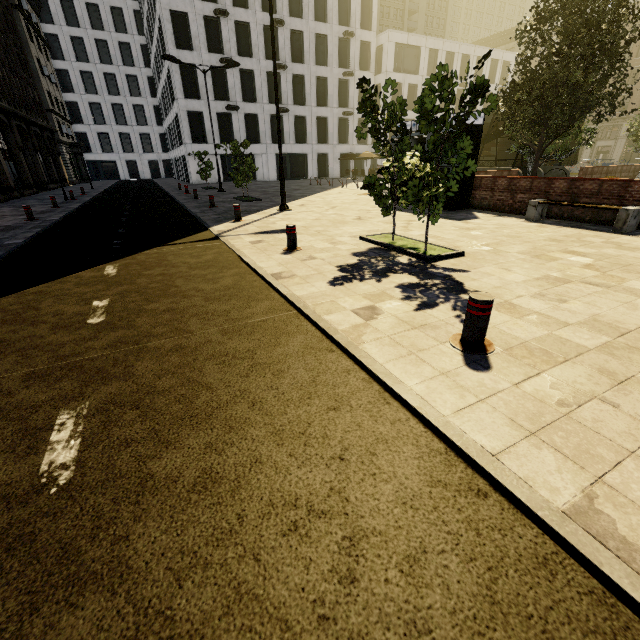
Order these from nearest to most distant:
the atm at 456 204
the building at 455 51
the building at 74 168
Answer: the atm at 456 204
the building at 74 168
the building at 455 51

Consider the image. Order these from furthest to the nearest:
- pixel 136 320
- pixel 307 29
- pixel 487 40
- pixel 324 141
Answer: pixel 487 40, pixel 324 141, pixel 307 29, pixel 136 320

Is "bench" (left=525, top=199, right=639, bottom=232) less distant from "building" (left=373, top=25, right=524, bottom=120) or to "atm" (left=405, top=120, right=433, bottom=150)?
"atm" (left=405, top=120, right=433, bottom=150)

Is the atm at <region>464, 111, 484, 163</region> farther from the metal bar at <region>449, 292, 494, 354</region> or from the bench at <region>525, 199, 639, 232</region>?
the metal bar at <region>449, 292, 494, 354</region>

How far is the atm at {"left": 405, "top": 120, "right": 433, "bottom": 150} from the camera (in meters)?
12.74

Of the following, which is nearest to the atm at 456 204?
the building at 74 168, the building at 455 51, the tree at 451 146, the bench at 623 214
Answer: the bench at 623 214

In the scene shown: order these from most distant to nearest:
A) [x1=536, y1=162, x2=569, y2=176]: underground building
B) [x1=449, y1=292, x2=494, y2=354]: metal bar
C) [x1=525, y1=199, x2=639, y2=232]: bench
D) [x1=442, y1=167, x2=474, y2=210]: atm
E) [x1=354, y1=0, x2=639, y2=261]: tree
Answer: [x1=536, y1=162, x2=569, y2=176]: underground building, [x1=442, y1=167, x2=474, y2=210]: atm, [x1=525, y1=199, x2=639, y2=232]: bench, [x1=354, y1=0, x2=639, y2=261]: tree, [x1=449, y1=292, x2=494, y2=354]: metal bar

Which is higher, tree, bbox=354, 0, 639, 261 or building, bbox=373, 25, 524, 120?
building, bbox=373, 25, 524, 120
